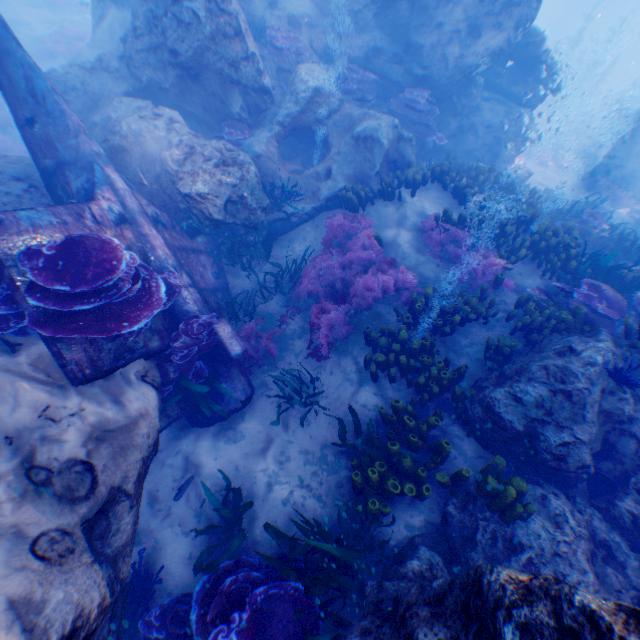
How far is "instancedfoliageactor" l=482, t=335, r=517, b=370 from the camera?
5.91m

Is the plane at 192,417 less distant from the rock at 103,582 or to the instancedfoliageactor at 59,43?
the rock at 103,582

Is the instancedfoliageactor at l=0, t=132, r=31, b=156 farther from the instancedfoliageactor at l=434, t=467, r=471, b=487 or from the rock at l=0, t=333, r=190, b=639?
the instancedfoliageactor at l=434, t=467, r=471, b=487

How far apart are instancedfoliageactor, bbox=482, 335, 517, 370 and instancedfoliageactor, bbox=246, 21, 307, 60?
10.6m

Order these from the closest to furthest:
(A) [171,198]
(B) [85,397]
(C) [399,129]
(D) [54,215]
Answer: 1. (B) [85,397]
2. (D) [54,215]
3. (A) [171,198]
4. (C) [399,129]

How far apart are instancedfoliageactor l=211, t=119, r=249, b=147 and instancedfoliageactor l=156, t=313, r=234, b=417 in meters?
5.3 m

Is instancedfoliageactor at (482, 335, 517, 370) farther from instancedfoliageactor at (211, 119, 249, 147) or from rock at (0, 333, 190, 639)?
instancedfoliageactor at (211, 119, 249, 147)

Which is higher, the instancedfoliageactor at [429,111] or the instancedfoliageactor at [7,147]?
the instancedfoliageactor at [429,111]
